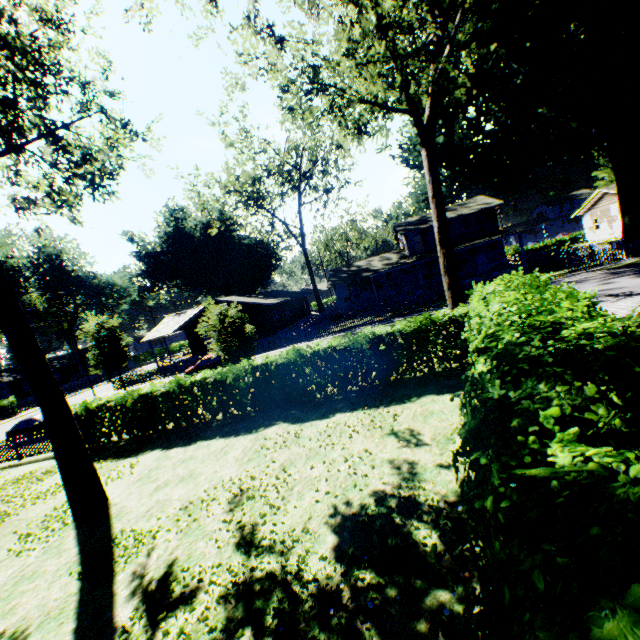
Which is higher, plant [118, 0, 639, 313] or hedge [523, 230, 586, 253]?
plant [118, 0, 639, 313]

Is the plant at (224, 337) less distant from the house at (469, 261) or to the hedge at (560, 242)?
the house at (469, 261)

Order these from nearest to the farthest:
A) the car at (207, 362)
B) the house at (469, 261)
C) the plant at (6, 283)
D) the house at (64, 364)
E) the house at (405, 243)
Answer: the plant at (6, 283) < the car at (207, 362) < the house at (469, 261) < the house at (405, 243) < the house at (64, 364)

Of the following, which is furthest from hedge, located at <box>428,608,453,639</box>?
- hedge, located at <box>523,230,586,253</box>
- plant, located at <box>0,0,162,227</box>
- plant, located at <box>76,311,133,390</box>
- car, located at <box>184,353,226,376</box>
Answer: hedge, located at <box>523,230,586,253</box>

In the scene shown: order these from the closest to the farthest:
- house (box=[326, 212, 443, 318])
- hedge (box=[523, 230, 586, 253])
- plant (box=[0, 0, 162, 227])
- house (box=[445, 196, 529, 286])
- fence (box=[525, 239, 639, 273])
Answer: plant (box=[0, 0, 162, 227]), fence (box=[525, 239, 639, 273]), house (box=[445, 196, 529, 286]), house (box=[326, 212, 443, 318]), hedge (box=[523, 230, 586, 253])

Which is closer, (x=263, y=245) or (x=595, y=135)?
(x=595, y=135)

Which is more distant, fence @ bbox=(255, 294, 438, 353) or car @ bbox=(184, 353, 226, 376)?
fence @ bbox=(255, 294, 438, 353)

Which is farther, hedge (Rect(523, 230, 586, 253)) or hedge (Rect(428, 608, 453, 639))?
hedge (Rect(523, 230, 586, 253))
